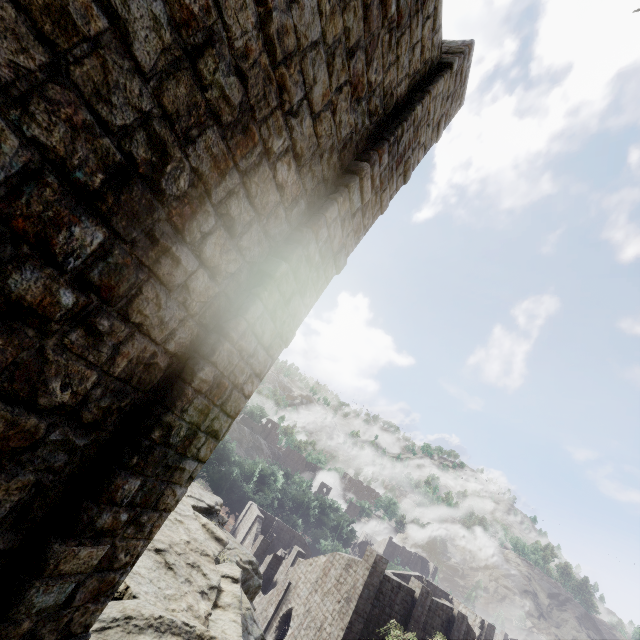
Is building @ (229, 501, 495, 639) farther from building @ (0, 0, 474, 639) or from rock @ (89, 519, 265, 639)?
rock @ (89, 519, 265, 639)

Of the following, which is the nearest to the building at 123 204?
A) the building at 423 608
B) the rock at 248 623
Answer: the rock at 248 623

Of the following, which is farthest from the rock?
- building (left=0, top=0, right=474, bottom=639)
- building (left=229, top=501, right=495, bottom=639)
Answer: building (left=229, top=501, right=495, bottom=639)

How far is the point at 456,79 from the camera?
6.9m

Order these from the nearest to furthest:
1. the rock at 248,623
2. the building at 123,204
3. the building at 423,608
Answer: the building at 123,204, the rock at 248,623, the building at 423,608

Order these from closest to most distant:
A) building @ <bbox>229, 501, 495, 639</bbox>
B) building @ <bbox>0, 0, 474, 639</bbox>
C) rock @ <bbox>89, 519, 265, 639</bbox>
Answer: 1. building @ <bbox>0, 0, 474, 639</bbox>
2. rock @ <bbox>89, 519, 265, 639</bbox>
3. building @ <bbox>229, 501, 495, 639</bbox>
